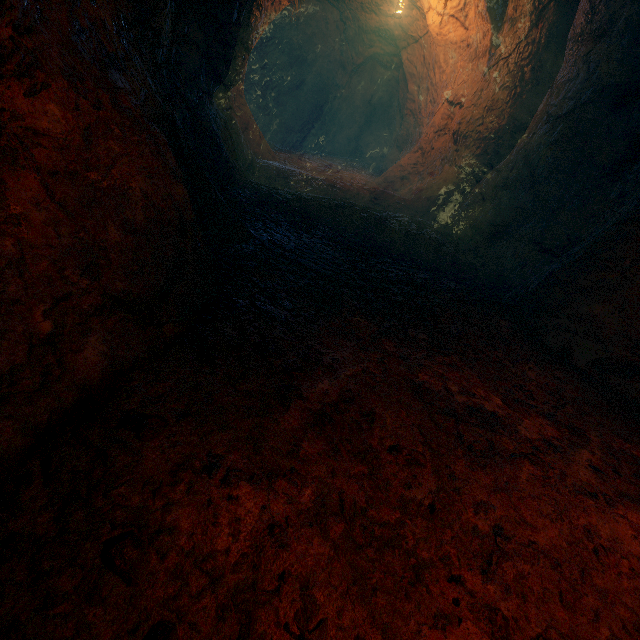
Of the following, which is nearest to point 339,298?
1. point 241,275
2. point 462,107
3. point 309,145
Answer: point 241,275
